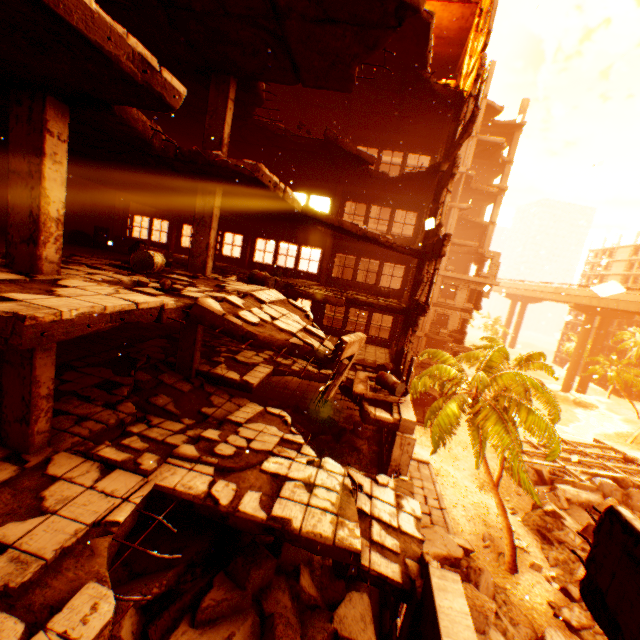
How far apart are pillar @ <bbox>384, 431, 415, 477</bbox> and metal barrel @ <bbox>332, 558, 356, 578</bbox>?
2.1 meters

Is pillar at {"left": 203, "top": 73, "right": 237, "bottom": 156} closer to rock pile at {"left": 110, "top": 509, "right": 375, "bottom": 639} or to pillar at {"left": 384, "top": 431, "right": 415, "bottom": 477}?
rock pile at {"left": 110, "top": 509, "right": 375, "bottom": 639}

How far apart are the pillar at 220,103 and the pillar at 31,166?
4.61m

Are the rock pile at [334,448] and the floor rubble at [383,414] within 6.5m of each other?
yes

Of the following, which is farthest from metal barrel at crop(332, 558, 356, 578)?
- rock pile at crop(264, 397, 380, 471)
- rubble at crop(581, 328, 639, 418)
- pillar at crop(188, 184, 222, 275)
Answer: pillar at crop(188, 184, 222, 275)

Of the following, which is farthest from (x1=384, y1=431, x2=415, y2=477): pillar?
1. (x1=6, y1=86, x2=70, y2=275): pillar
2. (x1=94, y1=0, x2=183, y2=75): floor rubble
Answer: (x1=6, y1=86, x2=70, y2=275): pillar

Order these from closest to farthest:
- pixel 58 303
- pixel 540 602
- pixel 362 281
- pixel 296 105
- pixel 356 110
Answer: pixel 58 303, pixel 540 602, pixel 356 110, pixel 296 105, pixel 362 281

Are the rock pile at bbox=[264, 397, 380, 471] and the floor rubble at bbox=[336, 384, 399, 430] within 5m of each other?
yes
